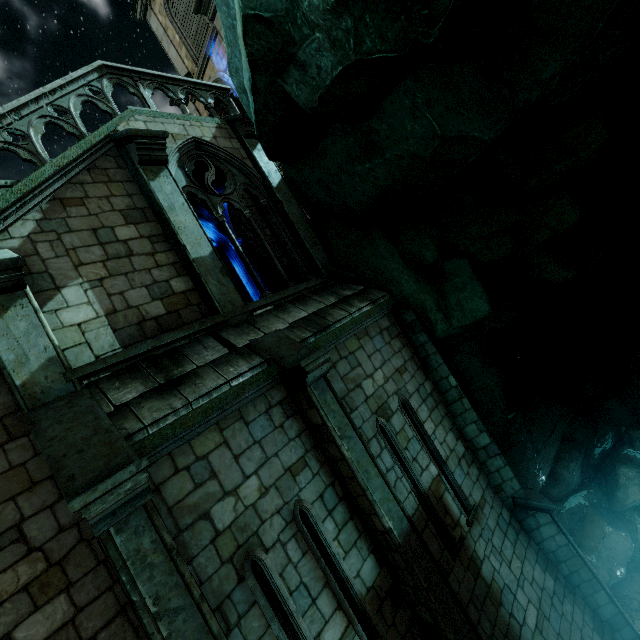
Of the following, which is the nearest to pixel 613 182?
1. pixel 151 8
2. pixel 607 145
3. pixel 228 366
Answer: pixel 607 145
